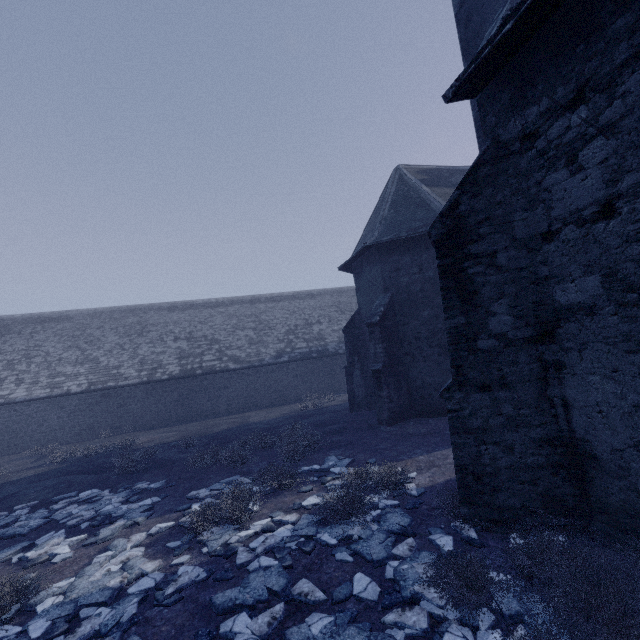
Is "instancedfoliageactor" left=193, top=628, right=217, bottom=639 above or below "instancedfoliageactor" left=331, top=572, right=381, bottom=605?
below

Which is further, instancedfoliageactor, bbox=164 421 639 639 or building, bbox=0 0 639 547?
building, bbox=0 0 639 547

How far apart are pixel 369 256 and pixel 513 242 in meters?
9.6

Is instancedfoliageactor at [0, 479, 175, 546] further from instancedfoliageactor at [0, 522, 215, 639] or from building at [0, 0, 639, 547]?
building at [0, 0, 639, 547]

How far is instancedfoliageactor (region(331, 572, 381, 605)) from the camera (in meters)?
4.04

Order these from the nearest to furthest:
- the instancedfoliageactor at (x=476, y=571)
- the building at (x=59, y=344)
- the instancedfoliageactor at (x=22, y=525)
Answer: the instancedfoliageactor at (x=476, y=571)
the building at (x=59, y=344)
the instancedfoliageactor at (x=22, y=525)

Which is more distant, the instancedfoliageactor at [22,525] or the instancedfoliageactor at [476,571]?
the instancedfoliageactor at [22,525]

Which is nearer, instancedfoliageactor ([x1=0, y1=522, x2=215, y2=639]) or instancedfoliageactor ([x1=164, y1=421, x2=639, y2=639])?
instancedfoliageactor ([x1=164, y1=421, x2=639, y2=639])
